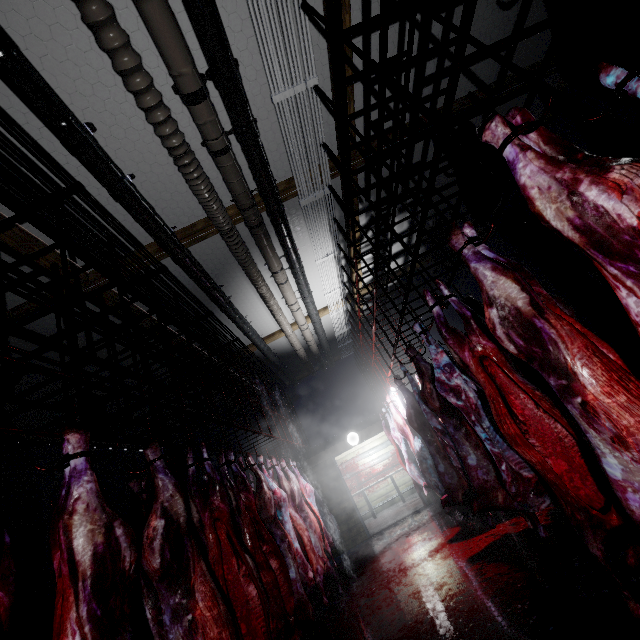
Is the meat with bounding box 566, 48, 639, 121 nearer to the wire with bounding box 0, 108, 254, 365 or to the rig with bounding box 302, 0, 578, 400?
the rig with bounding box 302, 0, 578, 400

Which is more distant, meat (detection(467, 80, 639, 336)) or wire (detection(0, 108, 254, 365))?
wire (detection(0, 108, 254, 365))

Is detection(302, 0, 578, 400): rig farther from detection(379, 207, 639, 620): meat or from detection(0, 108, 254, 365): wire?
detection(0, 108, 254, 365): wire

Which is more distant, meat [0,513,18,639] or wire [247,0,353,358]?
wire [247,0,353,358]

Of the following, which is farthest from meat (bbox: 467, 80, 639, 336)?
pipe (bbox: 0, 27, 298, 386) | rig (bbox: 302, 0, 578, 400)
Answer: pipe (bbox: 0, 27, 298, 386)

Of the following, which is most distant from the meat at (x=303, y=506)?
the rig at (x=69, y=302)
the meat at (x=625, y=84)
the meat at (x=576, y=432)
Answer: the meat at (x=625, y=84)

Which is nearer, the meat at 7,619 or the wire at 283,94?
the meat at 7,619

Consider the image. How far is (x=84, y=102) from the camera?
2.3m
